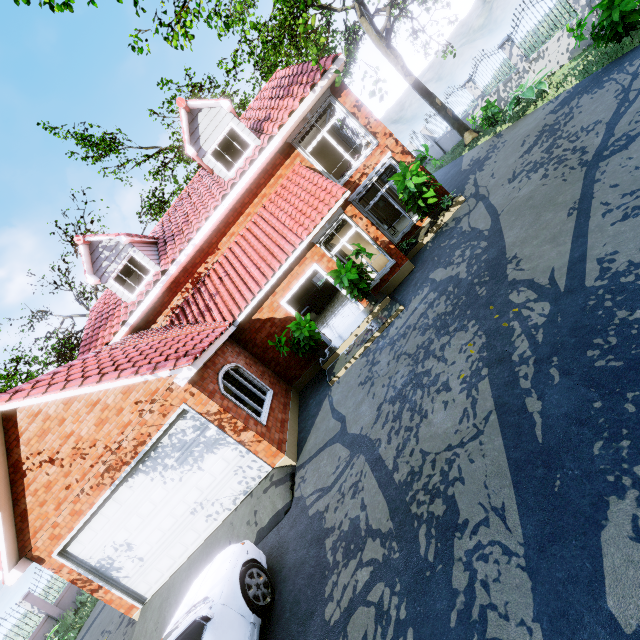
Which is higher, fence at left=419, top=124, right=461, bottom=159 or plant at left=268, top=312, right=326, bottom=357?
plant at left=268, top=312, right=326, bottom=357

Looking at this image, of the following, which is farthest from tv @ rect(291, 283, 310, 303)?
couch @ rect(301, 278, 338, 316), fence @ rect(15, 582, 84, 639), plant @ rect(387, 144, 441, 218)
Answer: fence @ rect(15, 582, 84, 639)

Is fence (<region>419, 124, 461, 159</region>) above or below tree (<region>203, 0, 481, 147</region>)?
below

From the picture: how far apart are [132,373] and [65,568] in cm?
553

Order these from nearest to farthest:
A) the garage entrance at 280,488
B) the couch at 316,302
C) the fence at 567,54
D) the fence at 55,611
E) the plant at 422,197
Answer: the garage entrance at 280,488 → the plant at 422,197 → the fence at 567,54 → the fence at 55,611 → the couch at 316,302

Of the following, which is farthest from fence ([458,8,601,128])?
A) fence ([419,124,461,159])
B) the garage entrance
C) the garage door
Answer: the garage door

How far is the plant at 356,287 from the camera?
9.1m

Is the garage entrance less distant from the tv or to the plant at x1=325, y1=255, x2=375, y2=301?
the plant at x1=325, y1=255, x2=375, y2=301
